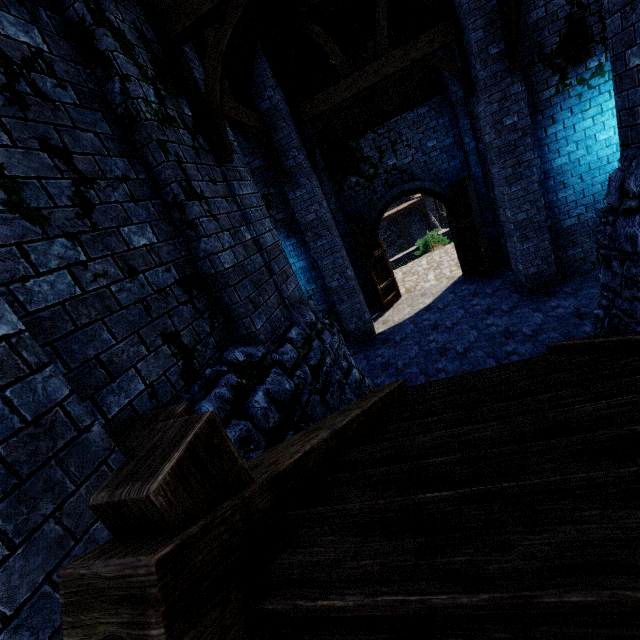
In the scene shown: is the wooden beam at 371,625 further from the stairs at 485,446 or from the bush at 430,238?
the bush at 430,238

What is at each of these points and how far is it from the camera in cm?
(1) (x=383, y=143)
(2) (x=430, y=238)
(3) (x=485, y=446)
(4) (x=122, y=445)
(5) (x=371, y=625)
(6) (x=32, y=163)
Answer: (1) double door, 1097
(2) bush, 1906
(3) stairs, 170
(4) wooden post, 185
(5) wooden beam, 103
(6) building, 209

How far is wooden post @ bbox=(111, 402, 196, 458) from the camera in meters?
1.8

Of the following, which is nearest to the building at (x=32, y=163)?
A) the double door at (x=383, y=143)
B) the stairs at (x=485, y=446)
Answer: the double door at (x=383, y=143)

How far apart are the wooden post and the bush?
18.28m

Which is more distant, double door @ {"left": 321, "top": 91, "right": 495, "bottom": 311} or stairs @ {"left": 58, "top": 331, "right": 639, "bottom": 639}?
double door @ {"left": 321, "top": 91, "right": 495, "bottom": 311}

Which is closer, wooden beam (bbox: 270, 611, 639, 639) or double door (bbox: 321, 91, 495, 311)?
wooden beam (bbox: 270, 611, 639, 639)

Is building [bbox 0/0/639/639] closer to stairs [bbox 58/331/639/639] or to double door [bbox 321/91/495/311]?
double door [bbox 321/91/495/311]
